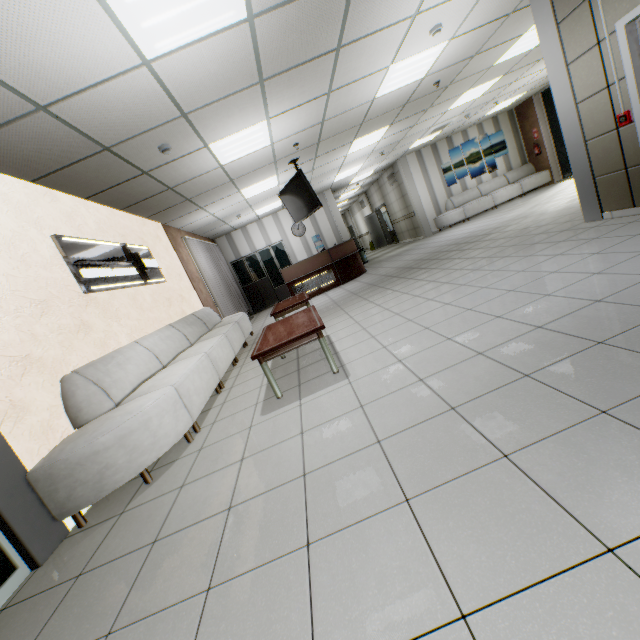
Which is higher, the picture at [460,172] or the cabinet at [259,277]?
the picture at [460,172]

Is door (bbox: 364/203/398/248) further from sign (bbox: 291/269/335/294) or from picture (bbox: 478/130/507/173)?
sign (bbox: 291/269/335/294)

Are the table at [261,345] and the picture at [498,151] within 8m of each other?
no

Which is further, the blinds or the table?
the blinds

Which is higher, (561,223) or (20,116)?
(20,116)

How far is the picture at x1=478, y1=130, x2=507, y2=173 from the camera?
12.81m

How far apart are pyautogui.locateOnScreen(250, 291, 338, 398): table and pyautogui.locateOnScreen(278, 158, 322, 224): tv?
3.0 meters

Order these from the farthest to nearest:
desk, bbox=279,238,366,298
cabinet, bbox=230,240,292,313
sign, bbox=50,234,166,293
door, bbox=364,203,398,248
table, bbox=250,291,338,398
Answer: door, bbox=364,203,398,248 < cabinet, bbox=230,240,292,313 < desk, bbox=279,238,366,298 < sign, bbox=50,234,166,293 < table, bbox=250,291,338,398
